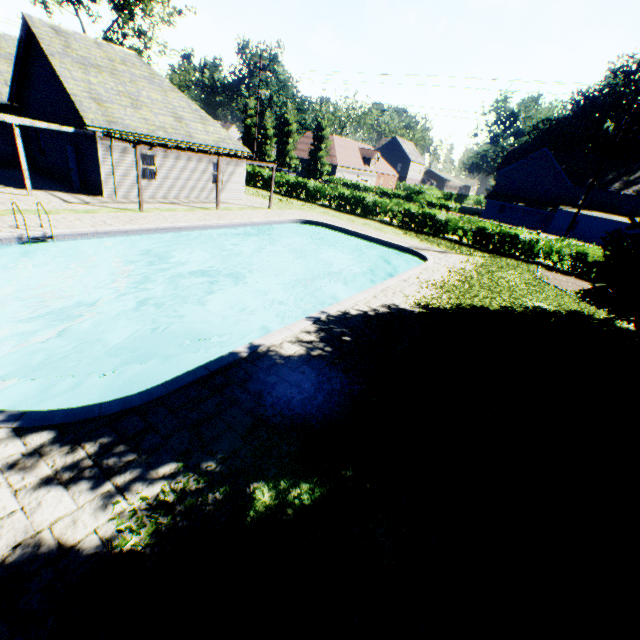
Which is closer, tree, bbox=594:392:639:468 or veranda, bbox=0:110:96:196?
tree, bbox=594:392:639:468

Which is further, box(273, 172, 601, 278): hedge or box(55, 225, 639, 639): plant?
box(273, 172, 601, 278): hedge

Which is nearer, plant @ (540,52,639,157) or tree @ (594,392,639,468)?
tree @ (594,392,639,468)

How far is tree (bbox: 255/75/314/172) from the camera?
50.62m

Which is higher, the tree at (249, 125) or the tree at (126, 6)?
the tree at (126, 6)

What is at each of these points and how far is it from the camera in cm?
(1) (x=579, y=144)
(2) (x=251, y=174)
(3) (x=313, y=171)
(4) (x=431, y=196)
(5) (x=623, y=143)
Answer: (1) plant, 5831
(2) hedge, 3506
(3) tree, 5084
(4) hedge, 4800
(5) plant, 4816

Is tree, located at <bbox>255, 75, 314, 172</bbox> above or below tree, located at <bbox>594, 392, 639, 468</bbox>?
above

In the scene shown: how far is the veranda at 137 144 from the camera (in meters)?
15.52
